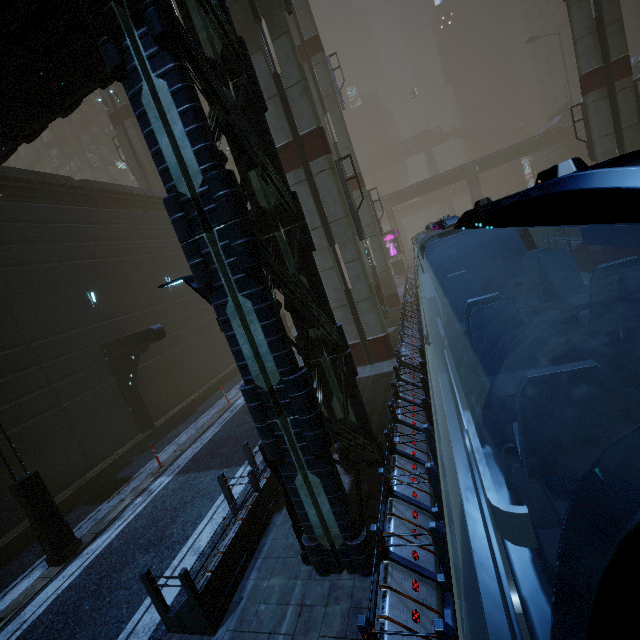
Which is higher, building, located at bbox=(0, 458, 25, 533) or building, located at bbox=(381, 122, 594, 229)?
building, located at bbox=(381, 122, 594, 229)

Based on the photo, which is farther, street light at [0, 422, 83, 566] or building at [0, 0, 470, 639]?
street light at [0, 422, 83, 566]

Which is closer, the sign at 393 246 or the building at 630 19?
the building at 630 19

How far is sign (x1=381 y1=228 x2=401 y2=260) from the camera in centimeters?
3944cm

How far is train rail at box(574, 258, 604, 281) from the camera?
18.3m

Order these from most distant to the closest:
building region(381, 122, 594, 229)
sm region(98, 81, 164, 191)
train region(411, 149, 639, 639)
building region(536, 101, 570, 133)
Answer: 1. building region(536, 101, 570, 133)
2. building region(381, 122, 594, 229)
3. sm region(98, 81, 164, 191)
4. train region(411, 149, 639, 639)

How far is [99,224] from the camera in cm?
1759

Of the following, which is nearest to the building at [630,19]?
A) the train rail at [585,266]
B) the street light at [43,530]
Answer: the train rail at [585,266]
